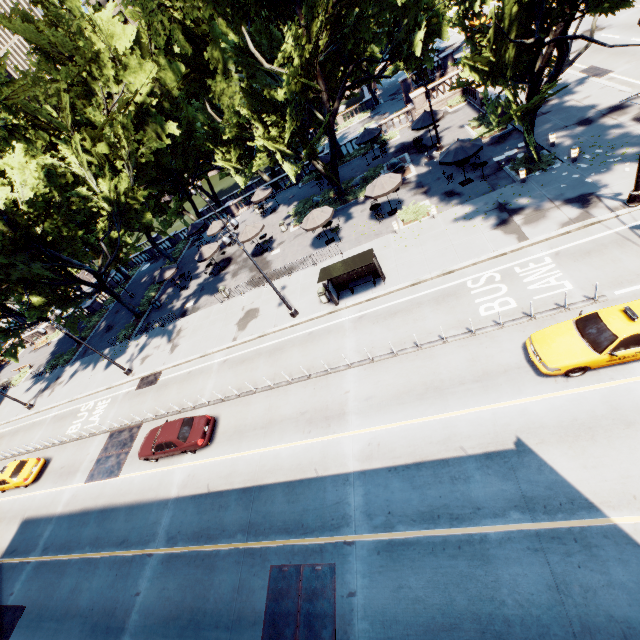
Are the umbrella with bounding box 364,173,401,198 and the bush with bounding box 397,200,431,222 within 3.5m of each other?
yes

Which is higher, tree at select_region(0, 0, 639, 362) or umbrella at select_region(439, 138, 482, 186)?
tree at select_region(0, 0, 639, 362)

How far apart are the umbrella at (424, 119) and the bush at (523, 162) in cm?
875

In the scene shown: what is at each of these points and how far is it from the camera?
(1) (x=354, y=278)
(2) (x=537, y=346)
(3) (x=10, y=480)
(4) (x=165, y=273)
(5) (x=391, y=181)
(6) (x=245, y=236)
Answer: (1) bus stop, 19.8m
(2) vehicle, 11.9m
(3) vehicle, 22.8m
(4) umbrella, 32.5m
(5) umbrella, 22.4m
(6) umbrella, 29.0m

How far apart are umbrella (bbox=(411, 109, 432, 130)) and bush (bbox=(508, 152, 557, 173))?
8.7m

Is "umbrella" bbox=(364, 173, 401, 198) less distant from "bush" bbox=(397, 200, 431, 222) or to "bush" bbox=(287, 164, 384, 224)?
"bush" bbox=(397, 200, 431, 222)

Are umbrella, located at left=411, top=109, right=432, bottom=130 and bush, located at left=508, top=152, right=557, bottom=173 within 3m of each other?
no

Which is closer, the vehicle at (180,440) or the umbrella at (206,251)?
the vehicle at (180,440)
